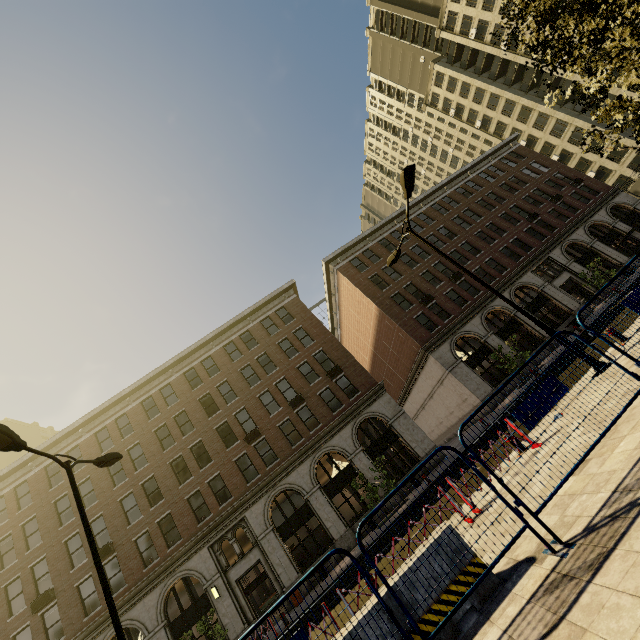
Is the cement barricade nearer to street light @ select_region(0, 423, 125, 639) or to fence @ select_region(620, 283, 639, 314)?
fence @ select_region(620, 283, 639, 314)

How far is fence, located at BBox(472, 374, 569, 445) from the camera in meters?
4.5 m

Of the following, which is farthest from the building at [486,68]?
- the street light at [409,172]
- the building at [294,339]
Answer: the street light at [409,172]

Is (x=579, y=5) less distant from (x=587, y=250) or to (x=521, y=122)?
(x=587, y=250)

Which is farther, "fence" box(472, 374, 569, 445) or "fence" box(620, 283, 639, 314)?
"fence" box(620, 283, 639, 314)

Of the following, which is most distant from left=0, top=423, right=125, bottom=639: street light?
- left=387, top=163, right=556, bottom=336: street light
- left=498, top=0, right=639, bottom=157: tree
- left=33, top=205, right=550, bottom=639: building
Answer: left=498, top=0, right=639, bottom=157: tree

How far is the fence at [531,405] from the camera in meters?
4.5 m

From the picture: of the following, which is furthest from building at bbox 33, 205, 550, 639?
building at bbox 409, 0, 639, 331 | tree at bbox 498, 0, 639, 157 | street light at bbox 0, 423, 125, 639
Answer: tree at bbox 498, 0, 639, 157
